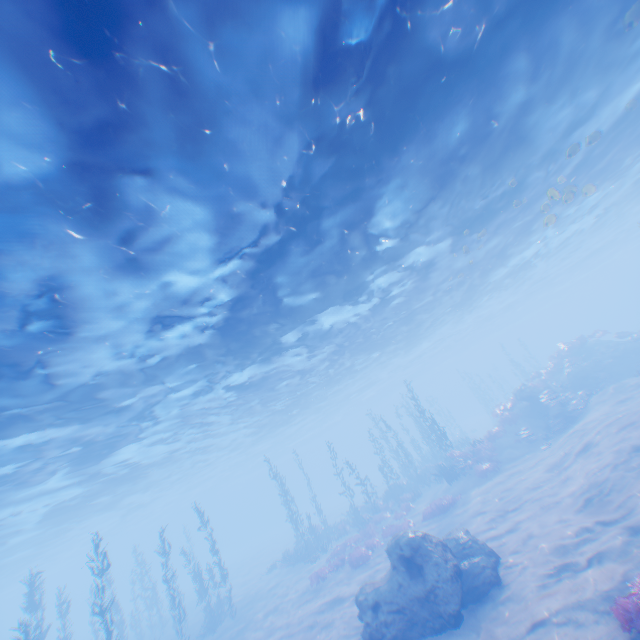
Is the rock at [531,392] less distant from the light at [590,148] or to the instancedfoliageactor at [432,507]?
the instancedfoliageactor at [432,507]

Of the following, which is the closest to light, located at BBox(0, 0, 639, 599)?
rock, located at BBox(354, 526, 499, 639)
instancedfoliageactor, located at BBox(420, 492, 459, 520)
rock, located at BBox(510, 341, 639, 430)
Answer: rock, located at BBox(354, 526, 499, 639)

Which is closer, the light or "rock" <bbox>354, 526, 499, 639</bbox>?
the light

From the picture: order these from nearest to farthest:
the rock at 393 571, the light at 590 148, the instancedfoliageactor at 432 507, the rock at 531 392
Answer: the light at 590 148 → the rock at 393 571 → the instancedfoliageactor at 432 507 → the rock at 531 392

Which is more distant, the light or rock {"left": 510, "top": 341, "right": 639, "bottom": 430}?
rock {"left": 510, "top": 341, "right": 639, "bottom": 430}

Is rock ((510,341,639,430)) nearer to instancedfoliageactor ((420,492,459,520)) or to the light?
instancedfoliageactor ((420,492,459,520))

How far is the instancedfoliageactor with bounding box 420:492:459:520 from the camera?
19.5m

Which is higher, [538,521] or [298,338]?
[298,338]
